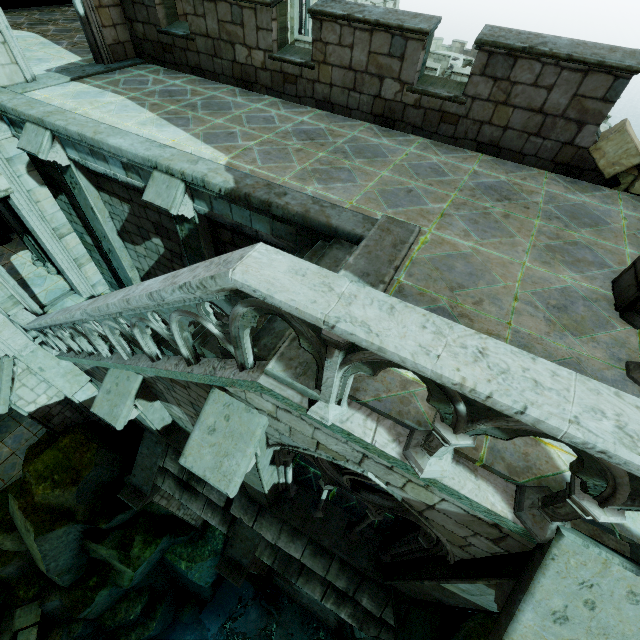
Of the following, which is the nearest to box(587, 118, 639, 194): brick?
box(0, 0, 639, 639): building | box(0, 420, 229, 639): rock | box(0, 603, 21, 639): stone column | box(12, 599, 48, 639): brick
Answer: box(0, 0, 639, 639): building

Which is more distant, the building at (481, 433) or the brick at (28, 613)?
the brick at (28, 613)

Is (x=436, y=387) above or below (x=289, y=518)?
above

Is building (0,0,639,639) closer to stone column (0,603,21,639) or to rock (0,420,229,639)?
rock (0,420,229,639)

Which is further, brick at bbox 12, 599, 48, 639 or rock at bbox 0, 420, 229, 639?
brick at bbox 12, 599, 48, 639

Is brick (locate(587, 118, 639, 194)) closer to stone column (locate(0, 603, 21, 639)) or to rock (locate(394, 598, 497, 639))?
rock (locate(394, 598, 497, 639))

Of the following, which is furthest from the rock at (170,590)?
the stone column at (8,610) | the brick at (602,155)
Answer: the brick at (602,155)

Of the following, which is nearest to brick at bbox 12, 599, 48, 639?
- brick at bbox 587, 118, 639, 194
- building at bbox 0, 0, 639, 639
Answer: building at bbox 0, 0, 639, 639
